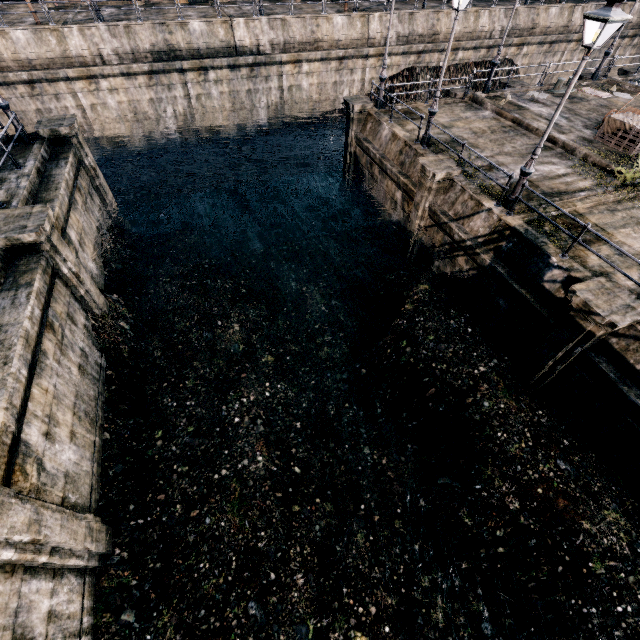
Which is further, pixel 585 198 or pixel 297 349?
pixel 297 349

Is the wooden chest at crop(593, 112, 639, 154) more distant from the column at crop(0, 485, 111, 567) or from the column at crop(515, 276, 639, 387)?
the column at crop(0, 485, 111, 567)

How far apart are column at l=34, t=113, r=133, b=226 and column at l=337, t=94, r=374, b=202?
14.0m

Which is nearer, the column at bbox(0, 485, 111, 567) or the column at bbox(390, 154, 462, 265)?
the column at bbox(0, 485, 111, 567)

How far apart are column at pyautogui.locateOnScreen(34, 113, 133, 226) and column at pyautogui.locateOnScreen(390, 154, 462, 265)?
16.0m

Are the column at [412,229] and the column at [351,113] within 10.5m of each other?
yes

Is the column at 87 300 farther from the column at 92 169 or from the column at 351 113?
the column at 351 113

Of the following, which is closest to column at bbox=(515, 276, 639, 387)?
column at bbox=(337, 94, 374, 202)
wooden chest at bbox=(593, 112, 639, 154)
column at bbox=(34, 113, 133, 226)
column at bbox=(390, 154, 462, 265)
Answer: column at bbox=(390, 154, 462, 265)
